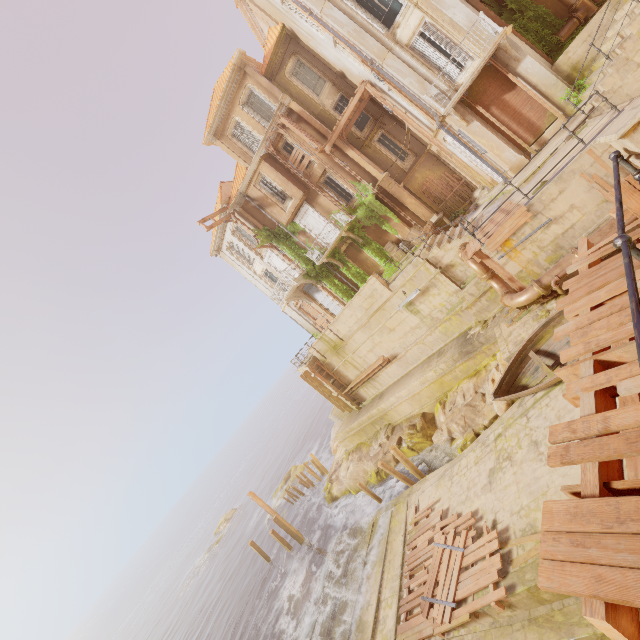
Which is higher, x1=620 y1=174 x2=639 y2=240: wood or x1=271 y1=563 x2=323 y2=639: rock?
x1=620 y1=174 x2=639 y2=240: wood

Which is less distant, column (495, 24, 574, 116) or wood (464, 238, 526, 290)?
wood (464, 238, 526, 290)

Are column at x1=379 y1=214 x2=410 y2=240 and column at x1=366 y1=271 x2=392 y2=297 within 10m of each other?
yes

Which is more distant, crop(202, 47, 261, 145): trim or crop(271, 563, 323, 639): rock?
crop(202, 47, 261, 145): trim

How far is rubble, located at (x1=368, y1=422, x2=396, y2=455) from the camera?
19.92m

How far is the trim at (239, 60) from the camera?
20.88m

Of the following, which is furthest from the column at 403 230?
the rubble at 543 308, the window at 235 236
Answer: the rubble at 543 308

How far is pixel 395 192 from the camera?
20.9m
